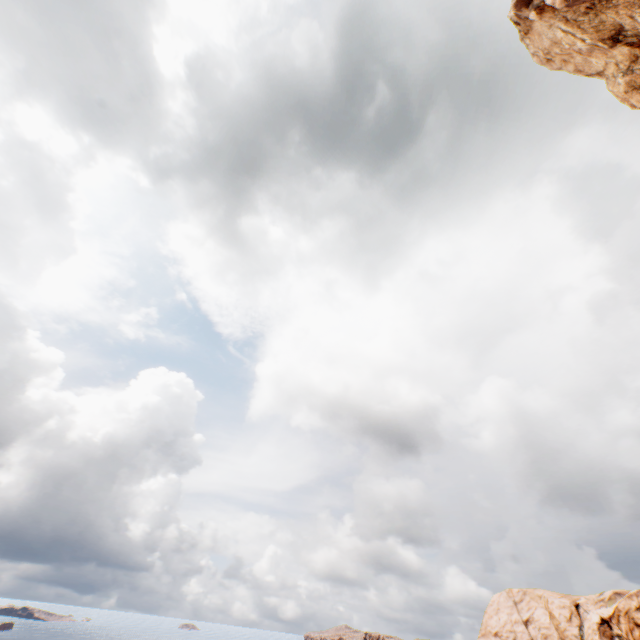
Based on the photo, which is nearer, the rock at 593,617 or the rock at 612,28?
the rock at 612,28

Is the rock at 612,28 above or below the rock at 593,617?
above

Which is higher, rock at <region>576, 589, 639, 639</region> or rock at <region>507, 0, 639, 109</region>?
rock at <region>507, 0, 639, 109</region>

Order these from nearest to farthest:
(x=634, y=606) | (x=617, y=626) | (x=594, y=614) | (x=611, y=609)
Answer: (x=634, y=606) < (x=617, y=626) < (x=611, y=609) < (x=594, y=614)

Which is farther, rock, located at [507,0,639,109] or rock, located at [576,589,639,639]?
rock, located at [576,589,639,639]
